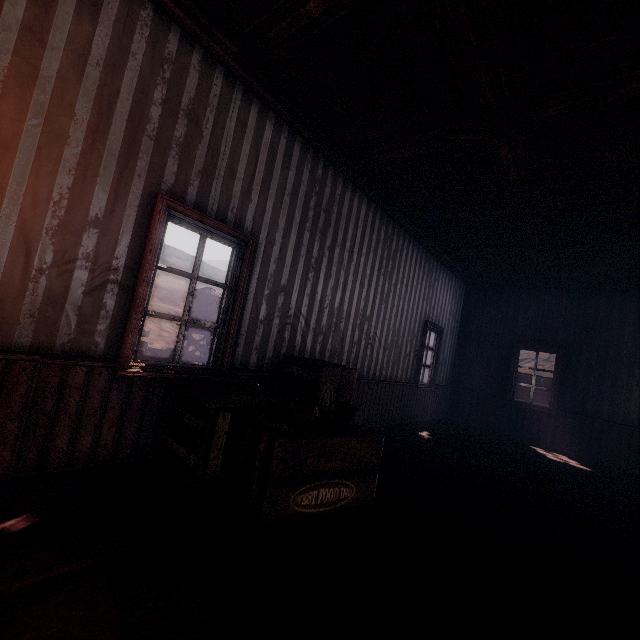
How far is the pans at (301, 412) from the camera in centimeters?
258cm

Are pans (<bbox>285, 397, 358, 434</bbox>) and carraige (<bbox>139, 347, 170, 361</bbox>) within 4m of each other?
no

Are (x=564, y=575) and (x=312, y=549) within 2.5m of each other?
yes

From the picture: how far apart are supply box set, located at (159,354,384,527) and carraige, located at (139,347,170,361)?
18.75m

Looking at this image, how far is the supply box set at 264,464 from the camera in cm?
226

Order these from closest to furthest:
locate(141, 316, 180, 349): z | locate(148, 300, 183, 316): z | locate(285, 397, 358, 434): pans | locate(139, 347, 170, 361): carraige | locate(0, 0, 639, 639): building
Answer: locate(0, 0, 639, 639): building
locate(285, 397, 358, 434): pans
locate(139, 347, 170, 361): carraige
locate(141, 316, 180, 349): z
locate(148, 300, 183, 316): z

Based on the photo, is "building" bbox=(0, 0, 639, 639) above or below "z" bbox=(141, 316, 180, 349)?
above

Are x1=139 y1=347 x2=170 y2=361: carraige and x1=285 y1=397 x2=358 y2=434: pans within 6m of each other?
no
